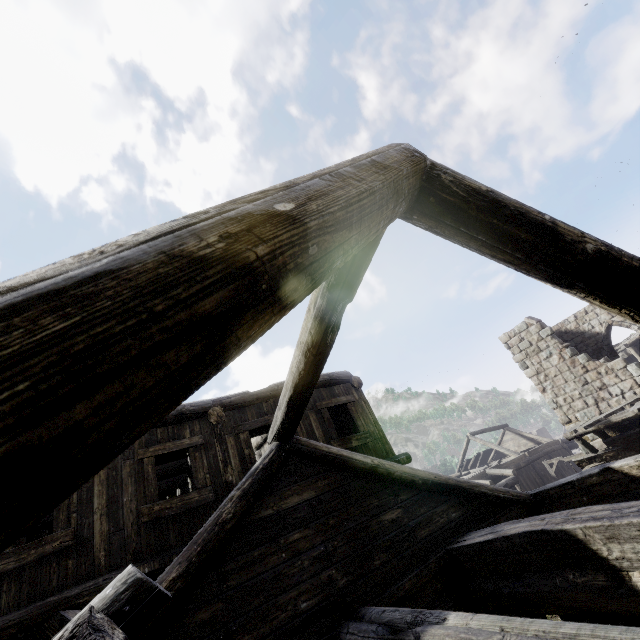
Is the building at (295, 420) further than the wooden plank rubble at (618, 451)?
No

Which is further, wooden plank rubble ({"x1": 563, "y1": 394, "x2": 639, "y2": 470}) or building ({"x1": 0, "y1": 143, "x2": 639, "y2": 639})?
wooden plank rubble ({"x1": 563, "y1": 394, "x2": 639, "y2": 470})

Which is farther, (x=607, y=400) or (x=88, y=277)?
(x=607, y=400)
